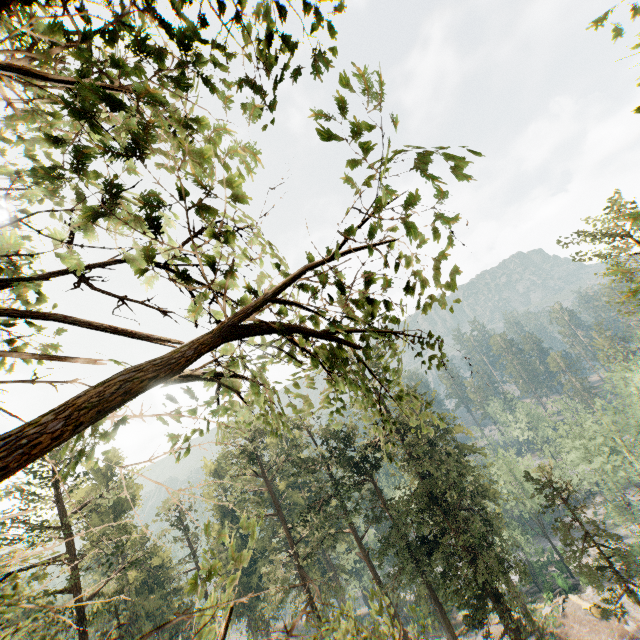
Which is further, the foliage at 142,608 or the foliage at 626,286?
the foliage at 626,286

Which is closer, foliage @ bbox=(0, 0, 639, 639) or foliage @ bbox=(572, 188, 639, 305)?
foliage @ bbox=(0, 0, 639, 639)

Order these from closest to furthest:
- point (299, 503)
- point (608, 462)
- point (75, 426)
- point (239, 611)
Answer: point (75, 426) → point (608, 462) → point (239, 611) → point (299, 503)

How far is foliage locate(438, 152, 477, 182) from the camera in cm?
202

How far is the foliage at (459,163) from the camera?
2.0 meters
